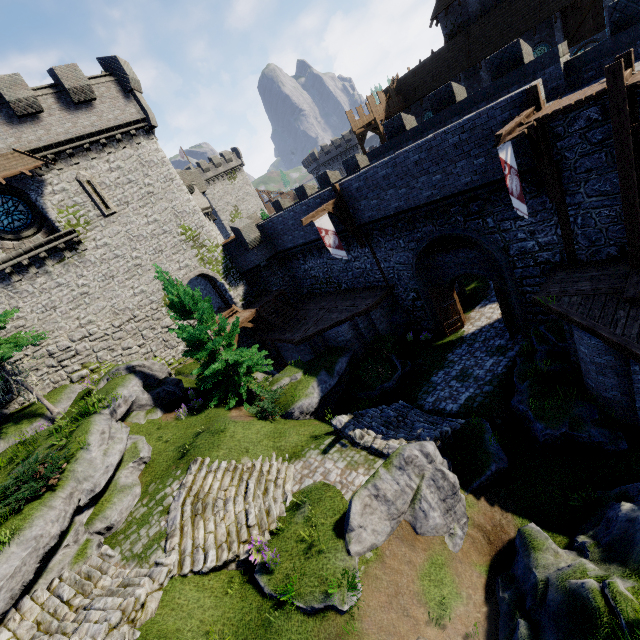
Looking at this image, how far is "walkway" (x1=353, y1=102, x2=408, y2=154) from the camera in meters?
33.6

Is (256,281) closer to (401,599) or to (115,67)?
(115,67)

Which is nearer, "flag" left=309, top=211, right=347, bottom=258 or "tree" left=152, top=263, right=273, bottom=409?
"tree" left=152, top=263, right=273, bottom=409

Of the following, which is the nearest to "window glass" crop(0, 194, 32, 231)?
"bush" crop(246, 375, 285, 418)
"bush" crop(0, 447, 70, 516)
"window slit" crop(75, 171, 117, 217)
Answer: "window slit" crop(75, 171, 117, 217)

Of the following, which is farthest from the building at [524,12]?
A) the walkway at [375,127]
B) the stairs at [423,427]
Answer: the stairs at [423,427]

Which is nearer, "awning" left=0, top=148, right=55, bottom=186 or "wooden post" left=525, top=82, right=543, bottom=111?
"wooden post" left=525, top=82, right=543, bottom=111

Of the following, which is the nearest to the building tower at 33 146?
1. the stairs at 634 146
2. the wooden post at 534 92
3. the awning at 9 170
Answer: the awning at 9 170

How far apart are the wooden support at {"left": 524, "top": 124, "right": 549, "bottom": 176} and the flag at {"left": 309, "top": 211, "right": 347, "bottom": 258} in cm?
928
